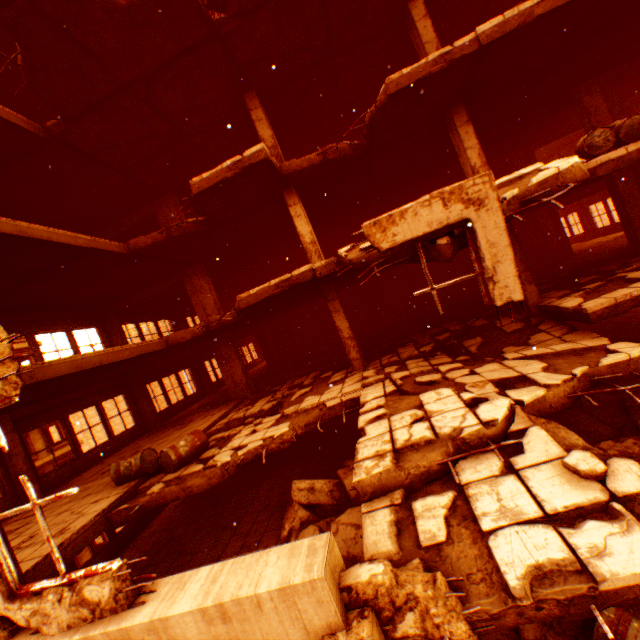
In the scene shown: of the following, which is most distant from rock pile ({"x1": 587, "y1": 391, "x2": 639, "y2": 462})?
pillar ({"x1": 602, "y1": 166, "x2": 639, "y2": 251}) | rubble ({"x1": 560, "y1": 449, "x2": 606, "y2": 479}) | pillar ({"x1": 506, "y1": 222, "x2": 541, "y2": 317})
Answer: pillar ({"x1": 602, "y1": 166, "x2": 639, "y2": 251})

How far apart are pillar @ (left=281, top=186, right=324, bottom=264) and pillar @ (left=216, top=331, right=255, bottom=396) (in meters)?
4.98

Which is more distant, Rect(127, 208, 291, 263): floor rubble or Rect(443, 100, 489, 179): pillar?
Rect(127, 208, 291, 263): floor rubble

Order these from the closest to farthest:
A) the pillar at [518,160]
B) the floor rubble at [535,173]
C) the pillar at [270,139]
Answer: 1. the floor rubble at [535,173]
2. the pillar at [270,139]
3. the pillar at [518,160]

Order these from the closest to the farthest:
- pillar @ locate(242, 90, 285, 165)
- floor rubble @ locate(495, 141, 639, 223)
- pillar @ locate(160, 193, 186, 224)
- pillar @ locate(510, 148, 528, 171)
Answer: floor rubble @ locate(495, 141, 639, 223), pillar @ locate(242, 90, 285, 165), pillar @ locate(160, 193, 186, 224), pillar @ locate(510, 148, 528, 171)

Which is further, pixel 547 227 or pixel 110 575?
pixel 547 227

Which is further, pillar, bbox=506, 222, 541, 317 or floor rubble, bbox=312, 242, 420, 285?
pillar, bbox=506, 222, 541, 317

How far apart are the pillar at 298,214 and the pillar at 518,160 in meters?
11.9 m
